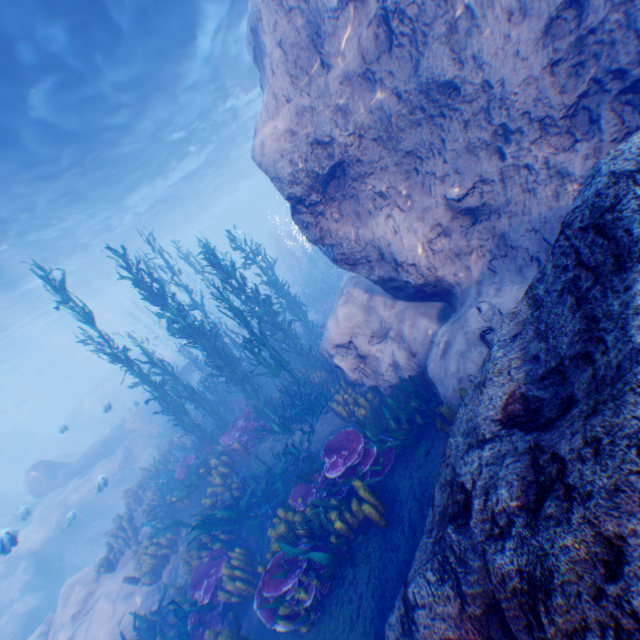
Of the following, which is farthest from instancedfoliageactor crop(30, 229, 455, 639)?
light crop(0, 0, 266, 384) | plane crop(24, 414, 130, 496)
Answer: light crop(0, 0, 266, 384)

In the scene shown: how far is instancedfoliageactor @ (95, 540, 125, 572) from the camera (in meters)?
10.18

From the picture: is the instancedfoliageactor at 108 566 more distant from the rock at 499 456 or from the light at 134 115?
the light at 134 115

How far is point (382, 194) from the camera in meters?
6.6

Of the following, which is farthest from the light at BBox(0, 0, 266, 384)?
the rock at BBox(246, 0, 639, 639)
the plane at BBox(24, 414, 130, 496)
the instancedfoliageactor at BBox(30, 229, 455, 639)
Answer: the plane at BBox(24, 414, 130, 496)

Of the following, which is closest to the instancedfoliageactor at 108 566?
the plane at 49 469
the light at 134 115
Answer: the plane at 49 469

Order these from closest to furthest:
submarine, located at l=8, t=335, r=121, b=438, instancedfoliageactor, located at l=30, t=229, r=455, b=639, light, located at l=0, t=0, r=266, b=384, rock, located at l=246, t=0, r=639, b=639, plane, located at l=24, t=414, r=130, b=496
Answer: rock, located at l=246, t=0, r=639, b=639
instancedfoliageactor, located at l=30, t=229, r=455, b=639
light, located at l=0, t=0, r=266, b=384
plane, located at l=24, t=414, r=130, b=496
submarine, located at l=8, t=335, r=121, b=438

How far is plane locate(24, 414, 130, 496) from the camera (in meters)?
17.25
